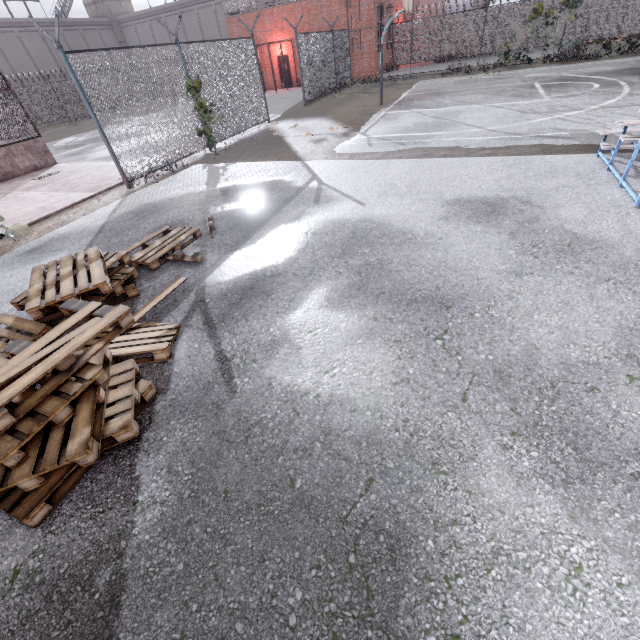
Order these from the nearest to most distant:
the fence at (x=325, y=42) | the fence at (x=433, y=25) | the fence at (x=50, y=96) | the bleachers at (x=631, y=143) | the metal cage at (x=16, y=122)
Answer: the bleachers at (x=631, y=143)
the fence at (x=50, y=96)
the metal cage at (x=16, y=122)
the fence at (x=325, y=42)
the fence at (x=433, y=25)

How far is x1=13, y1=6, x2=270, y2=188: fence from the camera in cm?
777

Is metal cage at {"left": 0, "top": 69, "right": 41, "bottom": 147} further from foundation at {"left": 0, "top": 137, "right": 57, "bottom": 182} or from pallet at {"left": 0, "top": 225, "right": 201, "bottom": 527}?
pallet at {"left": 0, "top": 225, "right": 201, "bottom": 527}

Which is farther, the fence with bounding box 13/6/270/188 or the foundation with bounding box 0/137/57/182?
the foundation with bounding box 0/137/57/182

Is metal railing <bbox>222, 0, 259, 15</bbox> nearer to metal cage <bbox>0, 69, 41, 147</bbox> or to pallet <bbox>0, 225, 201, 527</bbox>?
metal cage <bbox>0, 69, 41, 147</bbox>

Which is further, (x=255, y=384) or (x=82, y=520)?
(x=255, y=384)

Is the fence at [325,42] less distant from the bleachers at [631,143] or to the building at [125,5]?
the bleachers at [631,143]

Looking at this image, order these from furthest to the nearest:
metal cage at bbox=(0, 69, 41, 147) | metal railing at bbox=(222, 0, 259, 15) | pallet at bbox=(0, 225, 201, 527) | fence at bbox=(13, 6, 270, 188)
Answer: metal railing at bbox=(222, 0, 259, 15) < metal cage at bbox=(0, 69, 41, 147) < fence at bbox=(13, 6, 270, 188) < pallet at bbox=(0, 225, 201, 527)
